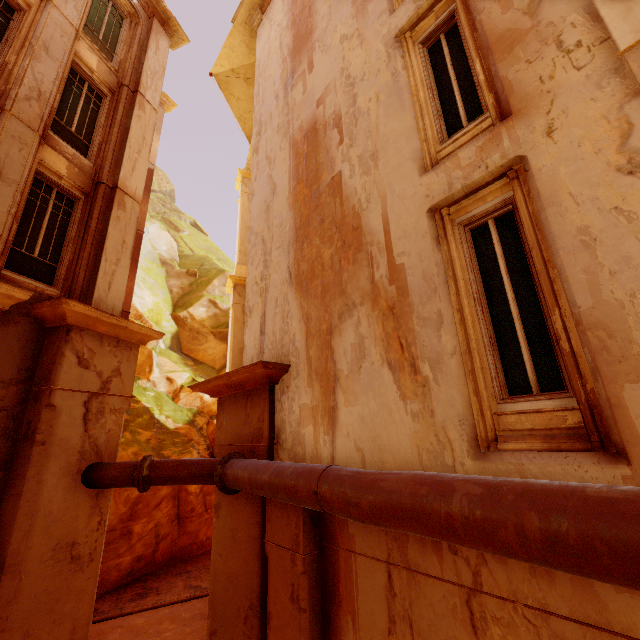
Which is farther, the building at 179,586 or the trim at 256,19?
the trim at 256,19

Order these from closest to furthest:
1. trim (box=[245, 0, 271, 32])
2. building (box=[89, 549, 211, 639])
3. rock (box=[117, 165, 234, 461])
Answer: building (box=[89, 549, 211, 639]), trim (box=[245, 0, 271, 32]), rock (box=[117, 165, 234, 461])

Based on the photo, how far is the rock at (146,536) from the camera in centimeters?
1117cm

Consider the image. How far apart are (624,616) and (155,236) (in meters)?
31.05

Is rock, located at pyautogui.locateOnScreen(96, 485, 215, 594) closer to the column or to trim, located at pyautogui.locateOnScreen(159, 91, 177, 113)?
trim, located at pyautogui.locateOnScreen(159, 91, 177, 113)

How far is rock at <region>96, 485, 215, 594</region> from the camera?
11.17m

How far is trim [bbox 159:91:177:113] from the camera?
16.67m
